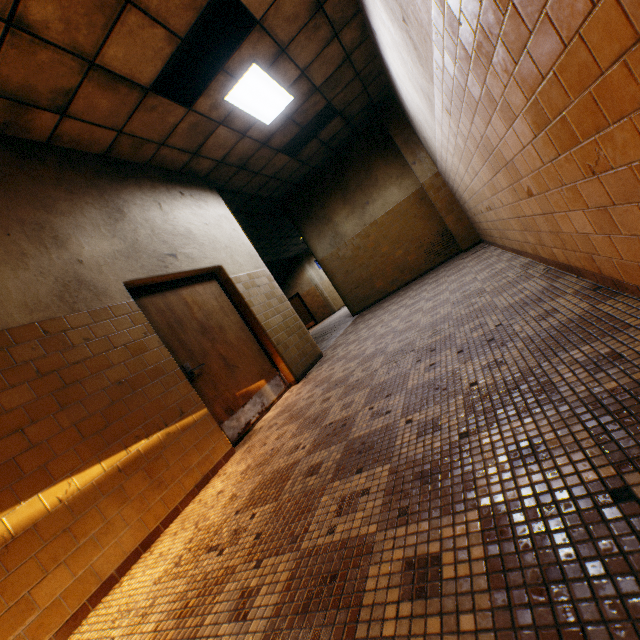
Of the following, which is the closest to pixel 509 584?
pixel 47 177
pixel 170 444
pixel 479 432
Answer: pixel 479 432

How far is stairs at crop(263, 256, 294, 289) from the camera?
16.1m

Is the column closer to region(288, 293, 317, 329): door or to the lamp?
the lamp

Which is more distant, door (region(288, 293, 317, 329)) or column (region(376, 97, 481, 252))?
door (region(288, 293, 317, 329))

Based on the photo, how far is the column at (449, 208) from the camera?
7.5m

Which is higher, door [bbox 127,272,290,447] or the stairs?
the stairs

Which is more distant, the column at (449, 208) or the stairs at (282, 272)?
the stairs at (282, 272)

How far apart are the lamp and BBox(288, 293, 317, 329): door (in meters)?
13.61
